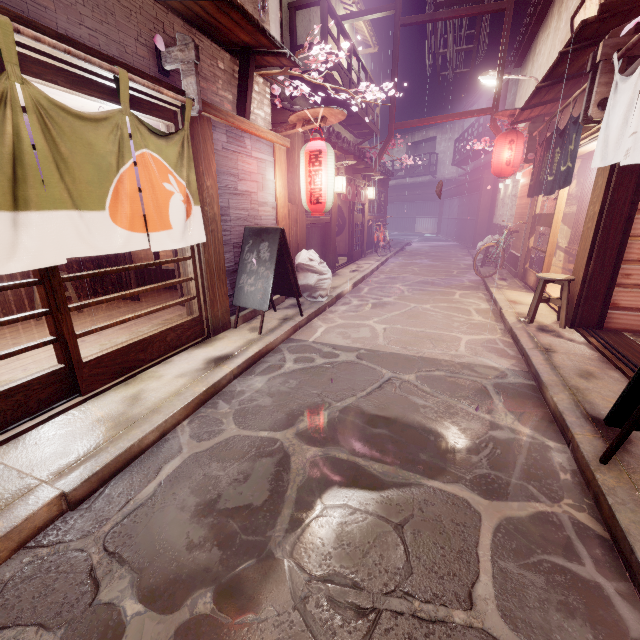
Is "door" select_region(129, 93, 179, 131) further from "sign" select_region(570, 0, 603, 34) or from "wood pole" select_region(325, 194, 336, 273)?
"sign" select_region(570, 0, 603, 34)

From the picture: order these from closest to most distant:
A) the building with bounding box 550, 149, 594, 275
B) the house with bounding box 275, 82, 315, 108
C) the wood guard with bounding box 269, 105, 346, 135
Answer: the wood guard with bounding box 269, 105, 346, 135
the building with bounding box 550, 149, 594, 275
the house with bounding box 275, 82, 315, 108

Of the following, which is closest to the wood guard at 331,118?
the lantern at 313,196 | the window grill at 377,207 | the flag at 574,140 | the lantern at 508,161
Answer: the lantern at 313,196

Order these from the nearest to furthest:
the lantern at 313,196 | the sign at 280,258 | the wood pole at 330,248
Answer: the sign at 280,258 < the lantern at 313,196 < the wood pole at 330,248

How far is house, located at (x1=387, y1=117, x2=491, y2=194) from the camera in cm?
3659

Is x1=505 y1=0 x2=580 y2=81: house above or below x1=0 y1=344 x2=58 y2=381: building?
above

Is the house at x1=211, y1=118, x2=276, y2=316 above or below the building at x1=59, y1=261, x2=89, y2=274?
above

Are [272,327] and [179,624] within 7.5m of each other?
yes
